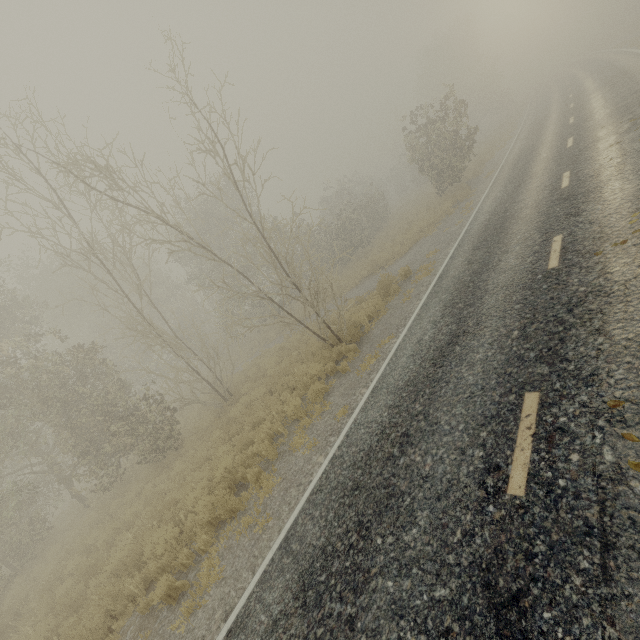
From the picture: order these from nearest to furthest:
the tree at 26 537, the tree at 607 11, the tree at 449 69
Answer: the tree at 26 537, the tree at 449 69, the tree at 607 11

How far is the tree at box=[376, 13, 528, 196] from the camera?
19.3m

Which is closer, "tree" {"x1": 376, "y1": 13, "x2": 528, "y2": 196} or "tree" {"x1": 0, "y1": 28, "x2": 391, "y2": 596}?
"tree" {"x1": 0, "y1": 28, "x2": 391, "y2": 596}

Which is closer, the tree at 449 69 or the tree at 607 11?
the tree at 449 69

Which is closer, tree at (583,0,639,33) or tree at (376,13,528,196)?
tree at (376,13,528,196)

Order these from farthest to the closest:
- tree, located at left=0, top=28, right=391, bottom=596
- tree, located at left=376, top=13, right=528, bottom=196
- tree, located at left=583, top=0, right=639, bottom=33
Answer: tree, located at left=583, top=0, right=639, bottom=33, tree, located at left=376, top=13, right=528, bottom=196, tree, located at left=0, top=28, right=391, bottom=596

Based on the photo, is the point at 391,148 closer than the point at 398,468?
No
